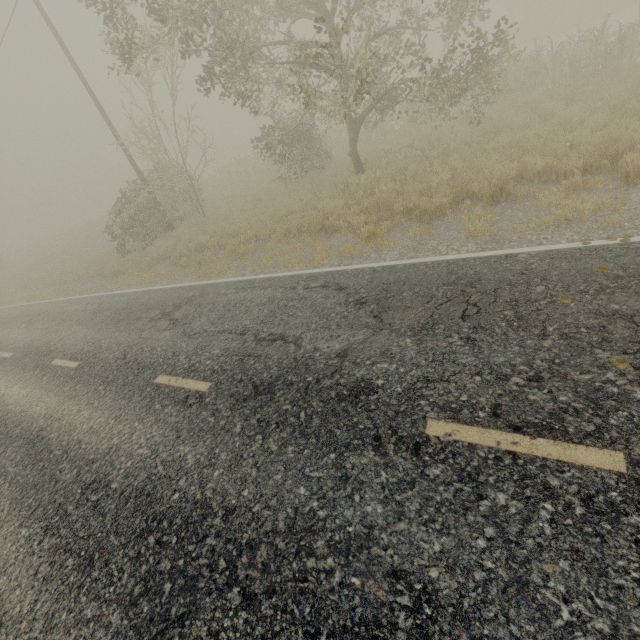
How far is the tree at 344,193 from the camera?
10.69m

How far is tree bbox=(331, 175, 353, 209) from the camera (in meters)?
10.69

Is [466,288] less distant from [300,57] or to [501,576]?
[501,576]
